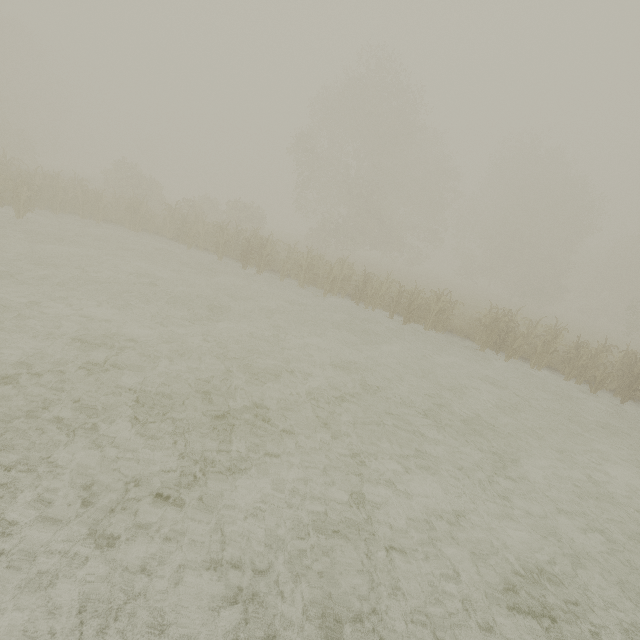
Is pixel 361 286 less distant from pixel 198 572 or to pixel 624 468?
pixel 624 468
